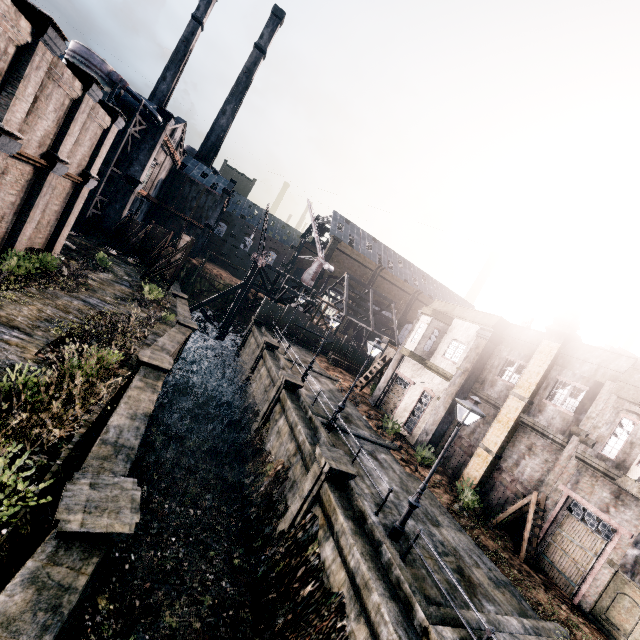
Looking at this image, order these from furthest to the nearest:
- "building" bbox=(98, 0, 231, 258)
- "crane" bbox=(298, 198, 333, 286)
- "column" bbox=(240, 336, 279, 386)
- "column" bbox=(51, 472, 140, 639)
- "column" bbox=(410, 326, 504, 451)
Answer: "crane" bbox=(298, 198, 333, 286), "building" bbox=(98, 0, 231, 258), "column" bbox=(240, 336, 279, 386), "column" bbox=(410, 326, 504, 451), "column" bbox=(51, 472, 140, 639)

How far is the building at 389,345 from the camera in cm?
4316

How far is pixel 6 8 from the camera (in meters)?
10.55

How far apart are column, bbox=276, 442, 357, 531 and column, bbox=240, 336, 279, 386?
15.92m

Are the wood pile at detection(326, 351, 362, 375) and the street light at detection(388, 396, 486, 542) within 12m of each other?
no

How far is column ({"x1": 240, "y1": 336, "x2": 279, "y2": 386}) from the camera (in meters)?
29.77

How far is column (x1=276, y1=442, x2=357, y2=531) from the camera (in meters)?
13.38

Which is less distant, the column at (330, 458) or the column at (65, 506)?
the column at (65, 506)
